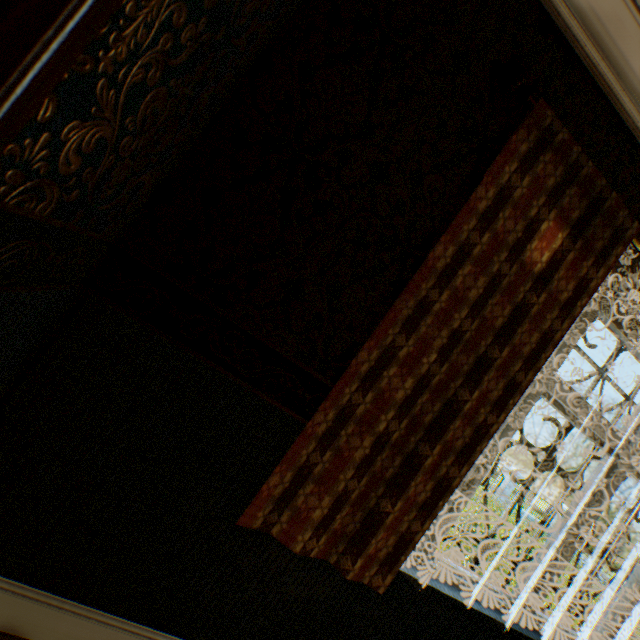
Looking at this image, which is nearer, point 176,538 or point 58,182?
point 58,182

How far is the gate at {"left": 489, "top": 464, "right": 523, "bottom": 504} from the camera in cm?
2006

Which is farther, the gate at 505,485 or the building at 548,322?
the gate at 505,485

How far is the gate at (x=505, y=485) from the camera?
20.1m

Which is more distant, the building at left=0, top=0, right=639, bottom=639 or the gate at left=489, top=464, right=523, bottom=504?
the gate at left=489, top=464, right=523, bottom=504
